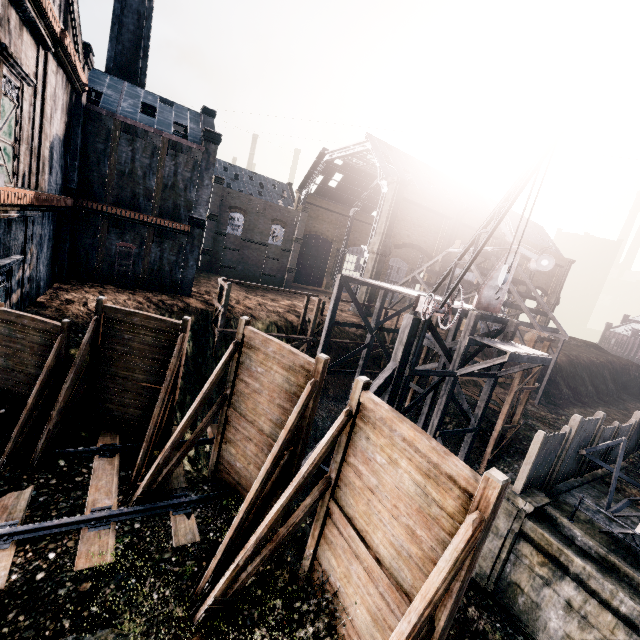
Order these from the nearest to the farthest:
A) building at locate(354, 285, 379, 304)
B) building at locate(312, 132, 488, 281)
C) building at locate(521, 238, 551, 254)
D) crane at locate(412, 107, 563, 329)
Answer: crane at locate(412, 107, 563, 329) → building at locate(312, 132, 488, 281) → building at locate(354, 285, 379, 304) → building at locate(521, 238, 551, 254)

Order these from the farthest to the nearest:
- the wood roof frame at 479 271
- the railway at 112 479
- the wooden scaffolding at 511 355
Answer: the wood roof frame at 479 271
the wooden scaffolding at 511 355
the railway at 112 479

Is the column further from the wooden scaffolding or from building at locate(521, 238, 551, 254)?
building at locate(521, 238, 551, 254)

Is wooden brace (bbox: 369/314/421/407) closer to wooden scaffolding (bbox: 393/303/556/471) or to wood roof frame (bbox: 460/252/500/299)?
wooden scaffolding (bbox: 393/303/556/471)

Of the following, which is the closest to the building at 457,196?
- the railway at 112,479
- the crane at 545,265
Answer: the crane at 545,265

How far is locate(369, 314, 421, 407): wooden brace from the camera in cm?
1645

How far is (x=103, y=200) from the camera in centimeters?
2395cm
